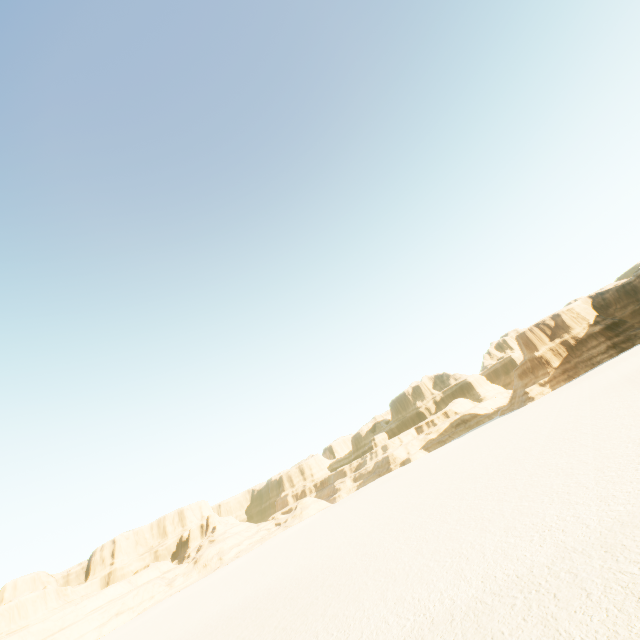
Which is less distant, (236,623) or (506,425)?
(236,623)
